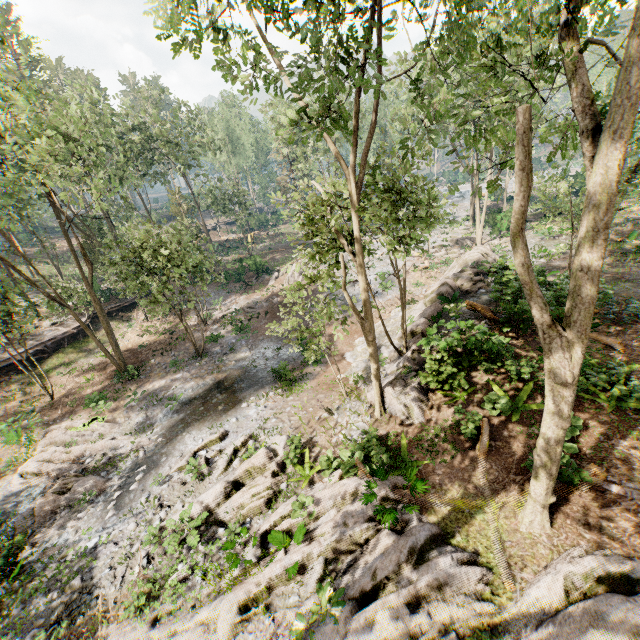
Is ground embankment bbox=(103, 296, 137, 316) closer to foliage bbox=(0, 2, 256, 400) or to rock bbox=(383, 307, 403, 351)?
foliage bbox=(0, 2, 256, 400)

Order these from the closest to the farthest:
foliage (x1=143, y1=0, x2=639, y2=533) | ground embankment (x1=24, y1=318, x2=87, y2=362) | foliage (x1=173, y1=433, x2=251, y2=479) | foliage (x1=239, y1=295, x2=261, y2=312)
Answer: foliage (x1=143, y1=0, x2=639, y2=533), foliage (x1=173, y1=433, x2=251, y2=479), ground embankment (x1=24, y1=318, x2=87, y2=362), foliage (x1=239, y1=295, x2=261, y2=312)

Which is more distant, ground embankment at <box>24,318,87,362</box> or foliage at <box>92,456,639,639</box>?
ground embankment at <box>24,318,87,362</box>

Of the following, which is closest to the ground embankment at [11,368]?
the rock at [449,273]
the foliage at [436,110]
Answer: the foliage at [436,110]

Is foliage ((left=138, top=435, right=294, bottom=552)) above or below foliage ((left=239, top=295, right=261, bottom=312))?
above

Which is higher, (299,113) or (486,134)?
(299,113)

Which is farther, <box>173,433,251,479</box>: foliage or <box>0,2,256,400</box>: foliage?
<box>0,2,256,400</box>: foliage

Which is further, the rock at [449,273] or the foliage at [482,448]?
the rock at [449,273]
